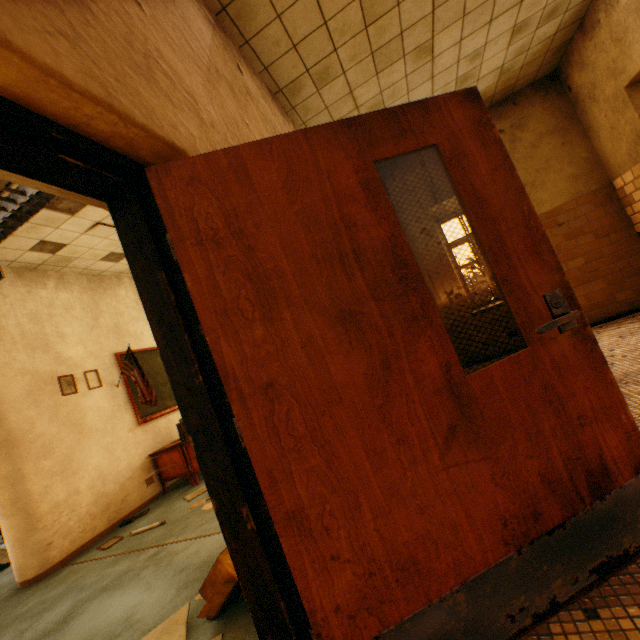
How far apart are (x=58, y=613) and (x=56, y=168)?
3.7m

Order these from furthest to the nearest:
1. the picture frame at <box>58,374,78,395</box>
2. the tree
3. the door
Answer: the tree < the picture frame at <box>58,374,78,395</box> < the door

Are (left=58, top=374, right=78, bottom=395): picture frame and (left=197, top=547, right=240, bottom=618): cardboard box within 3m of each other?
no

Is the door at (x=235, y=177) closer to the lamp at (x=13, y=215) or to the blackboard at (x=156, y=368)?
the lamp at (x=13, y=215)

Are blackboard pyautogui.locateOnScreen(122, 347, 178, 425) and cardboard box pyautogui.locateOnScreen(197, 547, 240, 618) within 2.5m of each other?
no

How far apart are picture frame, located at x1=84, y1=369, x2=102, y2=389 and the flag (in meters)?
0.29

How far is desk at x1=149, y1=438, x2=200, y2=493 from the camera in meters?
5.1 m

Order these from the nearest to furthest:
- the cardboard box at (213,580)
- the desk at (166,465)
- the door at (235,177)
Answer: the door at (235,177) < the cardboard box at (213,580) < the desk at (166,465)
